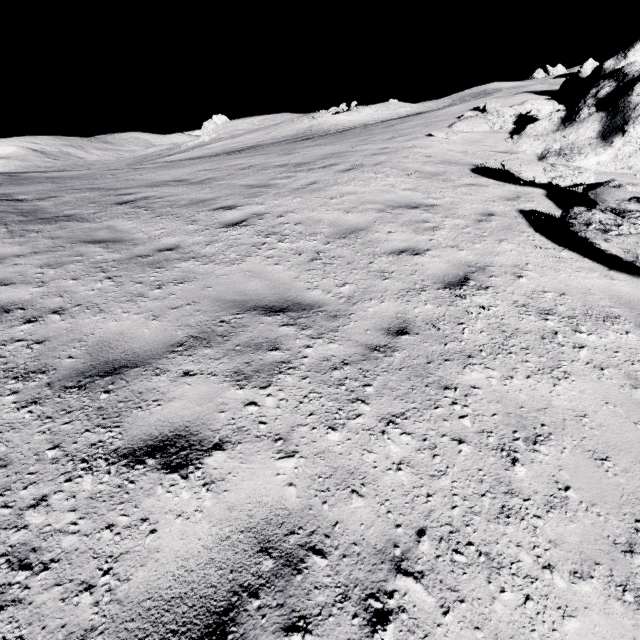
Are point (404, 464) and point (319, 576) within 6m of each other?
yes
